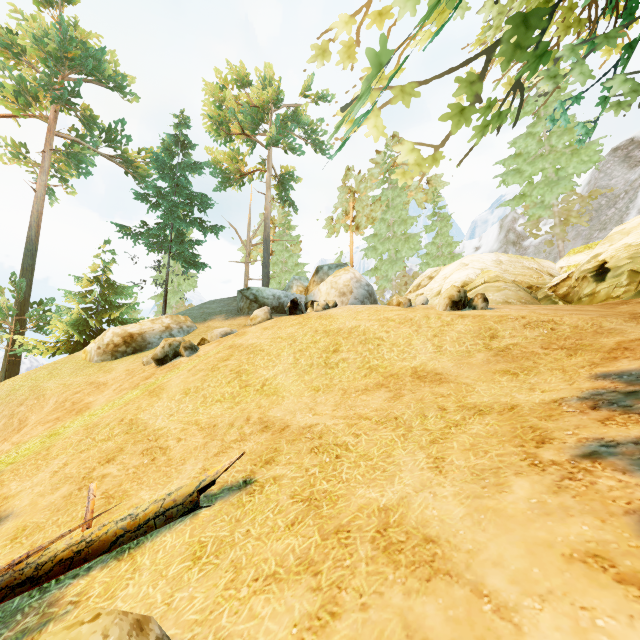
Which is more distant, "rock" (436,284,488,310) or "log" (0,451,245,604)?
"rock" (436,284,488,310)

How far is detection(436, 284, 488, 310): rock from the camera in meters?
8.8 m

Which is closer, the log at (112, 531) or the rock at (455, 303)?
the log at (112, 531)

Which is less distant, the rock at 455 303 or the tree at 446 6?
the tree at 446 6

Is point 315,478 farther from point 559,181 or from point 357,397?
point 559,181

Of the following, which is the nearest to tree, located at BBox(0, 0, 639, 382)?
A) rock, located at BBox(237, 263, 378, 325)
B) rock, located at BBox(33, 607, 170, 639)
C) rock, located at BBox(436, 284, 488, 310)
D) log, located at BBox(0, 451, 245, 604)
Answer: log, located at BBox(0, 451, 245, 604)

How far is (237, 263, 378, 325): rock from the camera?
13.35m

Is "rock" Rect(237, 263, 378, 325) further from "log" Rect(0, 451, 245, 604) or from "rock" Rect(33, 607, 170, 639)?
"rock" Rect(33, 607, 170, 639)
